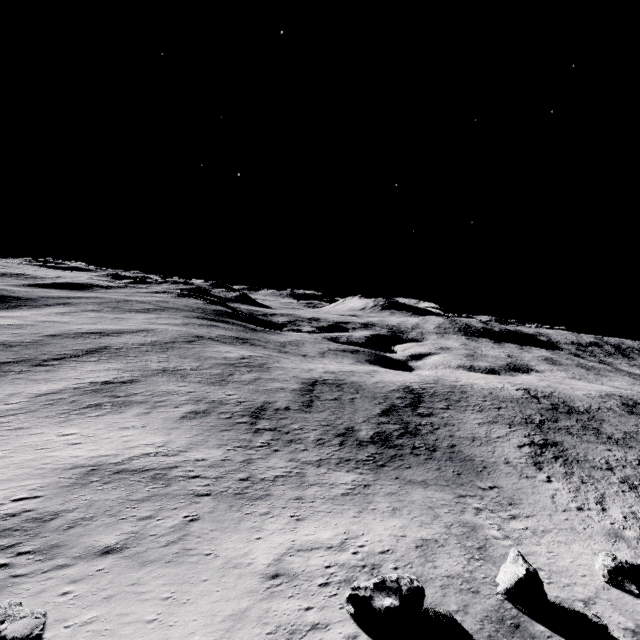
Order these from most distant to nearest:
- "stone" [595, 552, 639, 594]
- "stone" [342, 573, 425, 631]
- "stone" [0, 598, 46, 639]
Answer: "stone" [595, 552, 639, 594], "stone" [342, 573, 425, 631], "stone" [0, 598, 46, 639]

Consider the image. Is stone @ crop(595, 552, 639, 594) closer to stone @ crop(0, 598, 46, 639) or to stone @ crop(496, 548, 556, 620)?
stone @ crop(496, 548, 556, 620)

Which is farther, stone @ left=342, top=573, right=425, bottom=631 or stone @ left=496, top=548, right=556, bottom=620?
stone @ left=496, top=548, right=556, bottom=620

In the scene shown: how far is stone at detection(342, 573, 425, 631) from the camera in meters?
13.0 m

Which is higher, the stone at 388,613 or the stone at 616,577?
the stone at 388,613

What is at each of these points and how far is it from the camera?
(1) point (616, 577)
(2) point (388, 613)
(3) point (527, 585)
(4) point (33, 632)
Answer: (1) stone, 18.7 meters
(2) stone, 13.0 meters
(3) stone, 15.8 meters
(4) stone, 10.7 meters

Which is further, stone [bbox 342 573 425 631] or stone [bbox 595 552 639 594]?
stone [bbox 595 552 639 594]

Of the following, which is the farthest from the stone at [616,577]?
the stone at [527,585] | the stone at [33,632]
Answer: the stone at [33,632]
